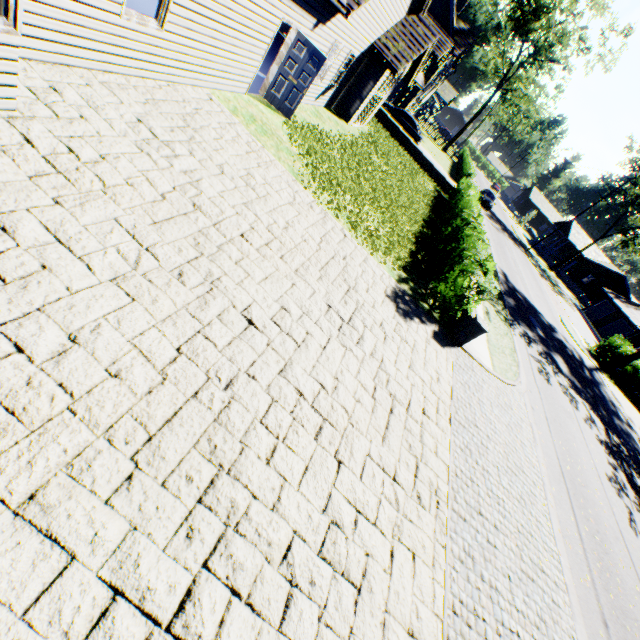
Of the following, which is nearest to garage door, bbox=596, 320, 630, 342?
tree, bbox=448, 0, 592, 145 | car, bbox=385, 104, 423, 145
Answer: tree, bbox=448, 0, 592, 145

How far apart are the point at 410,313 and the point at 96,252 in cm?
715

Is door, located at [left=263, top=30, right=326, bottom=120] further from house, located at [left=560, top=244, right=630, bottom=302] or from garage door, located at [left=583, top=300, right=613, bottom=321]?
house, located at [left=560, top=244, right=630, bottom=302]

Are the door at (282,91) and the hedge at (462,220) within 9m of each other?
yes

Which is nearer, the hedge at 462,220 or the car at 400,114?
the hedge at 462,220

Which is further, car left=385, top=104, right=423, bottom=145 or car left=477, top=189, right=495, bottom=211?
car left=477, top=189, right=495, bottom=211

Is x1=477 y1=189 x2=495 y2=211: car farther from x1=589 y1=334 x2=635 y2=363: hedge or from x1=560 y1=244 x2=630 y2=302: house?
x1=560 y1=244 x2=630 y2=302: house

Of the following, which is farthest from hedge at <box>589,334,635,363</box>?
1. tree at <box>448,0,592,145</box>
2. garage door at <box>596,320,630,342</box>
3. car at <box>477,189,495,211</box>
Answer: car at <box>477,189,495,211</box>
